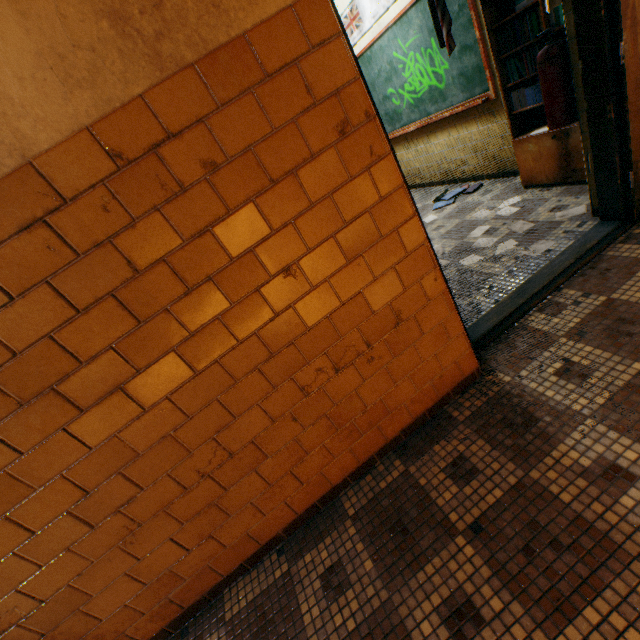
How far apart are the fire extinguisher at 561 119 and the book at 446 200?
1.8 meters

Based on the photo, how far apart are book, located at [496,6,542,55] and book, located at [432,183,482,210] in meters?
1.2 m

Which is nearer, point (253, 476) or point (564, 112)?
point (253, 476)

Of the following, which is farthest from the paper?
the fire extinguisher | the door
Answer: the fire extinguisher

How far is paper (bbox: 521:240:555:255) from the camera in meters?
2.6

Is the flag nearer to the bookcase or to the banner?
the bookcase

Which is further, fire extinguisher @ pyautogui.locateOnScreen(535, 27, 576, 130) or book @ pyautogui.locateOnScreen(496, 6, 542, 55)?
book @ pyautogui.locateOnScreen(496, 6, 542, 55)

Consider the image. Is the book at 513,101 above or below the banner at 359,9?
below
